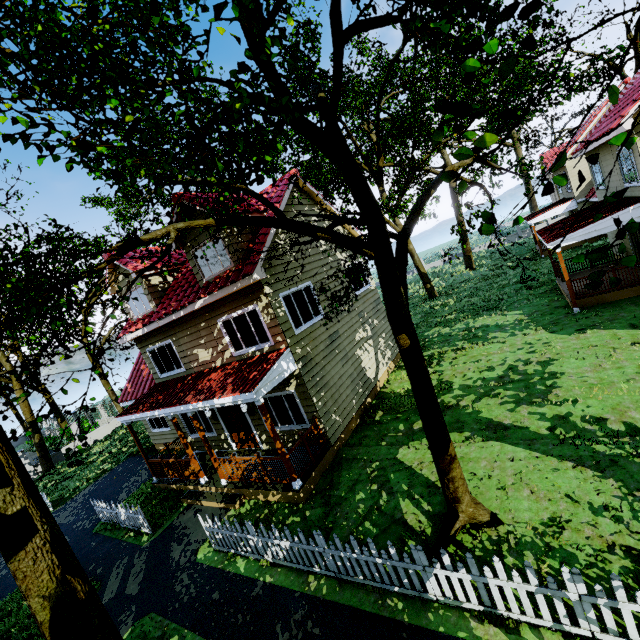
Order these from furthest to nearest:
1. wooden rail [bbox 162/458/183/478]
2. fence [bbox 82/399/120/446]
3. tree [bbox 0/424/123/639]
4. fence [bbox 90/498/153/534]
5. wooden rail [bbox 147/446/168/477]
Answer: fence [bbox 82/399/120/446]
wooden rail [bbox 147/446/168/477]
wooden rail [bbox 162/458/183/478]
fence [bbox 90/498/153/534]
tree [bbox 0/424/123/639]

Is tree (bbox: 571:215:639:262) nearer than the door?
Yes

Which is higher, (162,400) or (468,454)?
(162,400)

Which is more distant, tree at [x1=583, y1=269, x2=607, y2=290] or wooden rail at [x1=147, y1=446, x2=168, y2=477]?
wooden rail at [x1=147, y1=446, x2=168, y2=477]

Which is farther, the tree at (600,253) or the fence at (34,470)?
the fence at (34,470)

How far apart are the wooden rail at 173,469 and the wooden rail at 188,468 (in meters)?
0.12

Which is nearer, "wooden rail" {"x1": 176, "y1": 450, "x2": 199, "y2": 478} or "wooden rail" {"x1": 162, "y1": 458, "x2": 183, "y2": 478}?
"wooden rail" {"x1": 176, "y1": 450, "x2": 199, "y2": 478}

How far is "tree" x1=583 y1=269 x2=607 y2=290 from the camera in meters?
3.0
